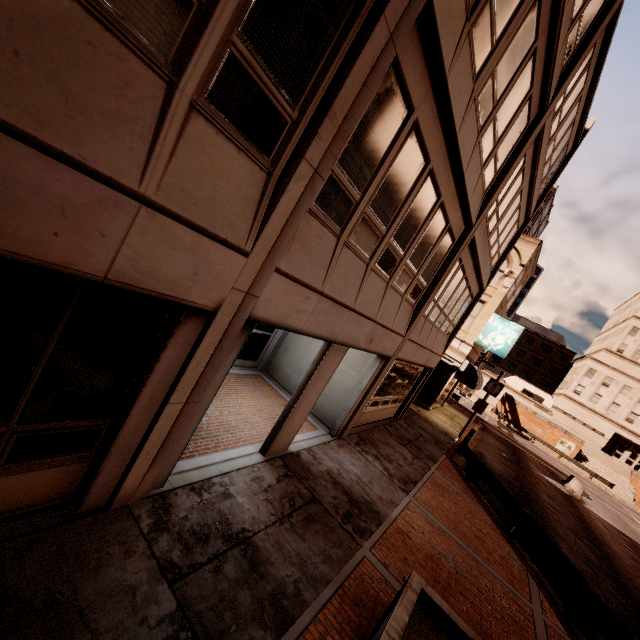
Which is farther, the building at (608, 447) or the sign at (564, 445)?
the building at (608, 447)

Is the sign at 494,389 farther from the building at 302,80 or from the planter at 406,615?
the planter at 406,615

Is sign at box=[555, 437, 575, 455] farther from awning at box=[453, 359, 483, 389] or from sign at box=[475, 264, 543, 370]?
awning at box=[453, 359, 483, 389]

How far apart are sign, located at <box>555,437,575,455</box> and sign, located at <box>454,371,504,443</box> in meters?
35.9 m

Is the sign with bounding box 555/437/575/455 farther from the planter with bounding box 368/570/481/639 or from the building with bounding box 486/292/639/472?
the planter with bounding box 368/570/481/639

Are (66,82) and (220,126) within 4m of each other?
yes

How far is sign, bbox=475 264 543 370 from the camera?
20.72m

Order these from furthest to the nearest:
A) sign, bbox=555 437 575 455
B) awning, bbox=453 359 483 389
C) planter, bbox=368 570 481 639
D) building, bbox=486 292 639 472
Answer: building, bbox=486 292 639 472 → sign, bbox=555 437 575 455 → awning, bbox=453 359 483 389 → planter, bbox=368 570 481 639
